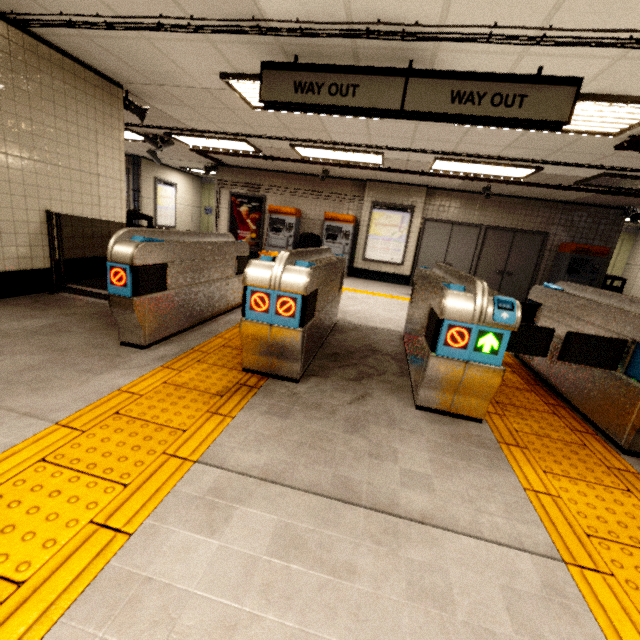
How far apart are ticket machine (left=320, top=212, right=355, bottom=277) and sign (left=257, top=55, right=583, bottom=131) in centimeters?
607cm

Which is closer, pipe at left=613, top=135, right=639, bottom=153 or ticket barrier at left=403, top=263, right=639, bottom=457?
ticket barrier at left=403, top=263, right=639, bottom=457

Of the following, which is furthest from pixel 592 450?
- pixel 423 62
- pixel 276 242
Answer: pixel 276 242

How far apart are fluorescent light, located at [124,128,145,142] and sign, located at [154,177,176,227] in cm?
316

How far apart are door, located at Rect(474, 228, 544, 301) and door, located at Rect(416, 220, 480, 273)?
0.1m

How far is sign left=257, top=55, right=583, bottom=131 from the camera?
2.95m

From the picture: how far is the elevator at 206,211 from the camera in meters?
14.7

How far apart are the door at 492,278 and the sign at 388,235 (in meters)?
2.15
